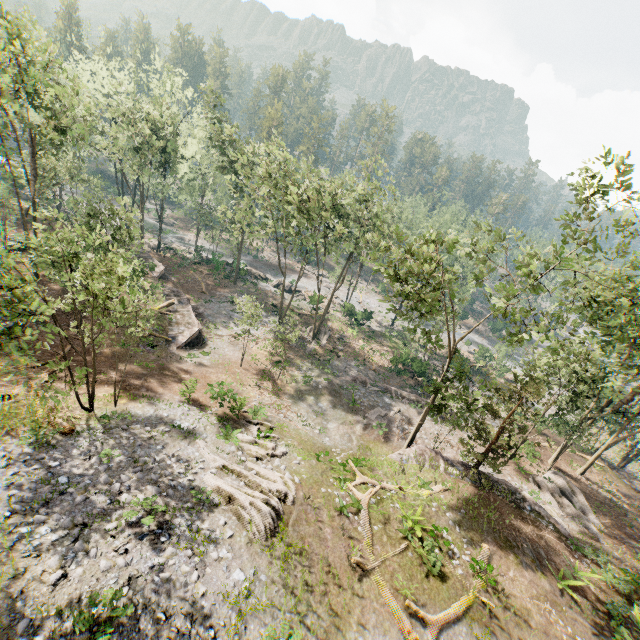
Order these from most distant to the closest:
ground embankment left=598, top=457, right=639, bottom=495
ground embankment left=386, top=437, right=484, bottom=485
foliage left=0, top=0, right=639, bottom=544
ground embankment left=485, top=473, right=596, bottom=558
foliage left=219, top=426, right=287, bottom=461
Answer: ground embankment left=598, top=457, right=639, bottom=495
ground embankment left=386, top=437, right=484, bottom=485
ground embankment left=485, top=473, right=596, bottom=558
foliage left=219, top=426, right=287, bottom=461
foliage left=0, top=0, right=639, bottom=544

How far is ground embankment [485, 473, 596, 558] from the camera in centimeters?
1955cm

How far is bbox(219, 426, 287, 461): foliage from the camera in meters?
17.7 m

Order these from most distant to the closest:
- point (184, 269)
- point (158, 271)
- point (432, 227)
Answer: point (184, 269)
point (158, 271)
point (432, 227)

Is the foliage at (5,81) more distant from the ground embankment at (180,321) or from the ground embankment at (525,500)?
the ground embankment at (180,321)

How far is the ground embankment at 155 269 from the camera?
35.72m

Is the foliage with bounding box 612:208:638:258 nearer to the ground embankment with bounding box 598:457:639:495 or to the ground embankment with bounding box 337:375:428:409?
the ground embankment with bounding box 337:375:428:409
